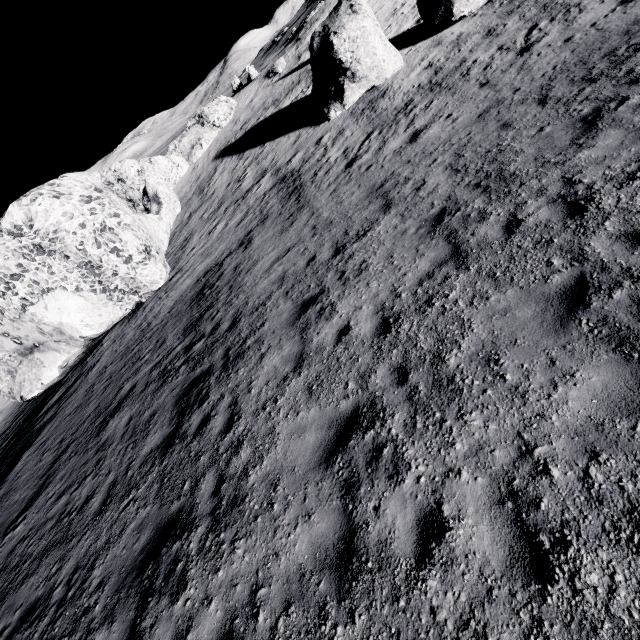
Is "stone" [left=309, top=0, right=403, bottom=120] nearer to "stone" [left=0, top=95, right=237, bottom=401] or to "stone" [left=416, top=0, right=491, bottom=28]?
"stone" [left=416, top=0, right=491, bottom=28]

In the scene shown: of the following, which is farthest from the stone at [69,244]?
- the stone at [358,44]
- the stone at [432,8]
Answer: the stone at [432,8]

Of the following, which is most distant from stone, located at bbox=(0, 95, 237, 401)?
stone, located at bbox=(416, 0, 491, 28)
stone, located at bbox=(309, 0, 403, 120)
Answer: stone, located at bbox=(416, 0, 491, 28)

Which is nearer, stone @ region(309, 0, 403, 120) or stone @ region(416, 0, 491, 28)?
stone @ region(309, 0, 403, 120)

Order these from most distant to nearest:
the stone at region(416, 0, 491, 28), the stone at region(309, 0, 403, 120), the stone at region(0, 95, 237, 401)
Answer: the stone at region(416, 0, 491, 28)
the stone at region(309, 0, 403, 120)
the stone at region(0, 95, 237, 401)

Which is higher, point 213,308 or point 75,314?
point 75,314
